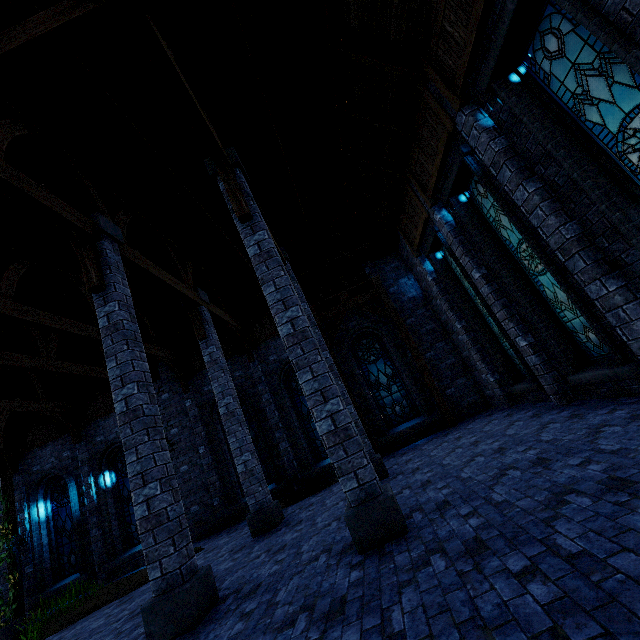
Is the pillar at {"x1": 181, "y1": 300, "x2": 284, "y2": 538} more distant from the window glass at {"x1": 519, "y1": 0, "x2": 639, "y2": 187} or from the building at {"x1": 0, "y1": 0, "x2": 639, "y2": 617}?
the window glass at {"x1": 519, "y1": 0, "x2": 639, "y2": 187}

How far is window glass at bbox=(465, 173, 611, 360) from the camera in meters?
6.2 m

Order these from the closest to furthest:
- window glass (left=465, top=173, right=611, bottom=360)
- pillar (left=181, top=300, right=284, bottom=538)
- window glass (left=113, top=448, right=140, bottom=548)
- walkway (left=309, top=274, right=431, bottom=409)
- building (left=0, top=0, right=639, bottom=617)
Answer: building (left=0, top=0, right=639, bottom=617)
window glass (left=465, top=173, right=611, bottom=360)
pillar (left=181, top=300, right=284, bottom=538)
walkway (left=309, top=274, right=431, bottom=409)
window glass (left=113, top=448, right=140, bottom=548)

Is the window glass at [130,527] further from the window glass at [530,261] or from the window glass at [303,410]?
the window glass at [530,261]

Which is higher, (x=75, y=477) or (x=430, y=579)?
(x=75, y=477)

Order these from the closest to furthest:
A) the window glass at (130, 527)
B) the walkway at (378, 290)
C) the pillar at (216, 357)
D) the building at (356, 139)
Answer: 1. the building at (356, 139)
2. the pillar at (216, 357)
3. the walkway at (378, 290)
4. the window glass at (130, 527)

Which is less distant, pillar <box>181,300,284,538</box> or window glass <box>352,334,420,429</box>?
pillar <box>181,300,284,538</box>

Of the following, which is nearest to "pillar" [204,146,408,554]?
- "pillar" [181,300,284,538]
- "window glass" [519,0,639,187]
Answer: "pillar" [181,300,284,538]
